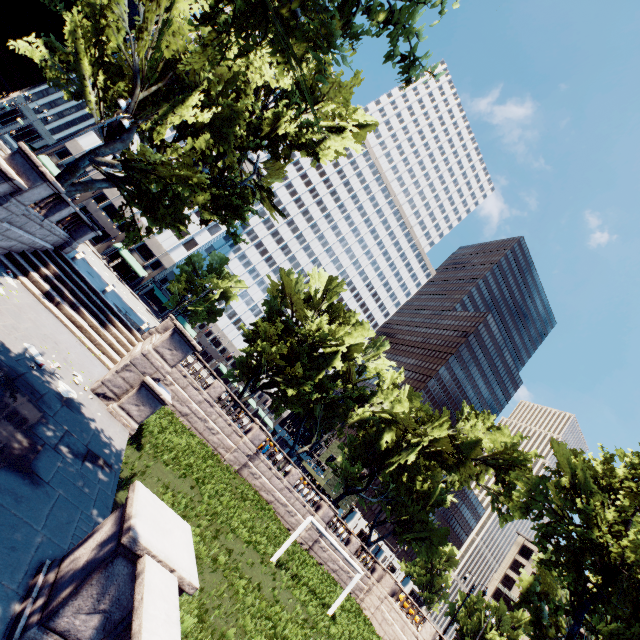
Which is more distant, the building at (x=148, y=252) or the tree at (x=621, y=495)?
the building at (x=148, y=252)

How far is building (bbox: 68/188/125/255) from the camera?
53.5m

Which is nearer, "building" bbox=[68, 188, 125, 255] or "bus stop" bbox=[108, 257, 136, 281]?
"bus stop" bbox=[108, 257, 136, 281]

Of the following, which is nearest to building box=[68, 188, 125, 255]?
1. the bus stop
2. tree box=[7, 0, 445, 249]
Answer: tree box=[7, 0, 445, 249]

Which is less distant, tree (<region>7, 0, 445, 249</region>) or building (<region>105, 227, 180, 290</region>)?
tree (<region>7, 0, 445, 249</region>)

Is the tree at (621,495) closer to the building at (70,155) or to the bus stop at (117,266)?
the building at (70,155)

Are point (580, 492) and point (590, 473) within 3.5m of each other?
yes
